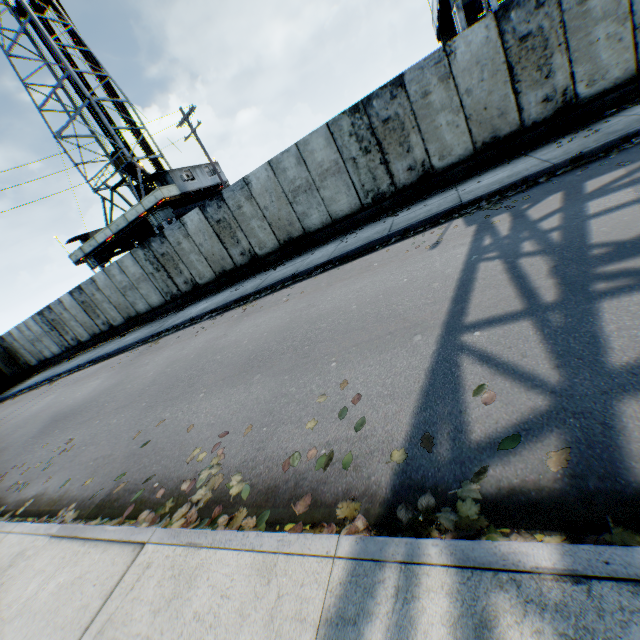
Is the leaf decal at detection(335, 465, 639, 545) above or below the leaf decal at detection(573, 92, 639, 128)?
below

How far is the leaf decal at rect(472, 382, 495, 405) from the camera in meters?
2.6 m

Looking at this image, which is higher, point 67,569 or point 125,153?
point 125,153

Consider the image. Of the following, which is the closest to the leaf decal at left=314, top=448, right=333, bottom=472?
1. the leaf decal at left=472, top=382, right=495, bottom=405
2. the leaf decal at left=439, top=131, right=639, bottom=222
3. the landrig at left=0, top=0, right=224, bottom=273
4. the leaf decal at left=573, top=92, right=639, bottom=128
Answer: the leaf decal at left=472, top=382, right=495, bottom=405

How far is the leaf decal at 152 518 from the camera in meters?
2.7

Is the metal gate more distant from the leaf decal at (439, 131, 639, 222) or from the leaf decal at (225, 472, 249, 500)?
the leaf decal at (439, 131, 639, 222)
